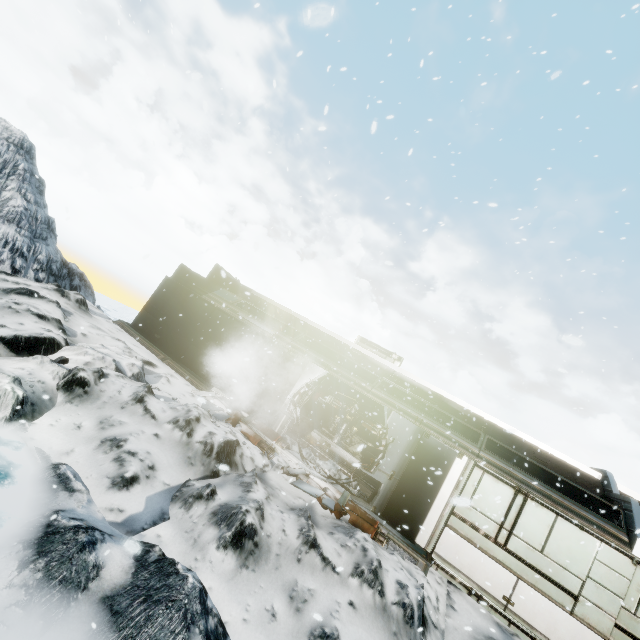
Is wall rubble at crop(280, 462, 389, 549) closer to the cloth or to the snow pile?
the snow pile

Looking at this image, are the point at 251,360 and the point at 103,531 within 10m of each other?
yes

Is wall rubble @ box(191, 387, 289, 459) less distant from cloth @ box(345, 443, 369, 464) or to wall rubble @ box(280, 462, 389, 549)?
wall rubble @ box(280, 462, 389, 549)

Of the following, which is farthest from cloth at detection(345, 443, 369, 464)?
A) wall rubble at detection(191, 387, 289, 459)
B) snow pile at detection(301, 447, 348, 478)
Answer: wall rubble at detection(191, 387, 289, 459)

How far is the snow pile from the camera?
10.23m

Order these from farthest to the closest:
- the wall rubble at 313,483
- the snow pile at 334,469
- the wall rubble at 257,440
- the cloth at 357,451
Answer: the cloth at 357,451, the snow pile at 334,469, the wall rubble at 257,440, the wall rubble at 313,483

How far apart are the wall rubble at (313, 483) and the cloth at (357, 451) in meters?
7.3 m

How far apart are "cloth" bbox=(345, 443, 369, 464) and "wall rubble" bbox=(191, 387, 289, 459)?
7.2 meters
